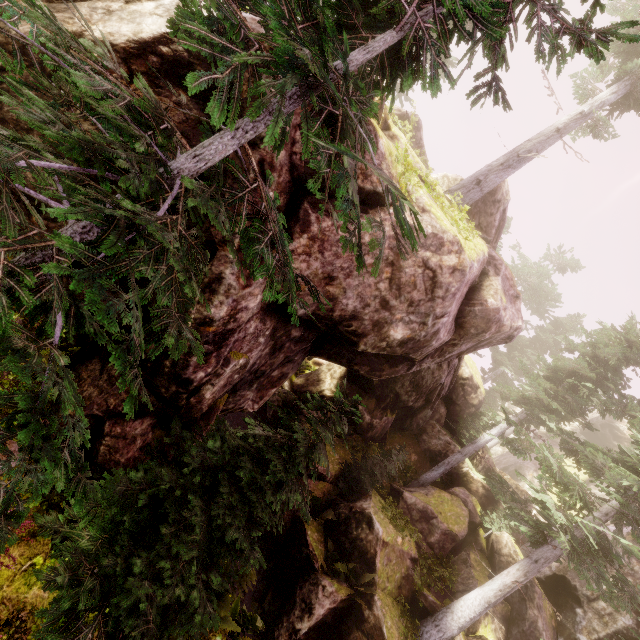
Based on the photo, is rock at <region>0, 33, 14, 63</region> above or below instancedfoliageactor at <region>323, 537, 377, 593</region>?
above

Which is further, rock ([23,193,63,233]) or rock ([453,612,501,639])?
rock ([453,612,501,639])

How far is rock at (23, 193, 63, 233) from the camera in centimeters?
466cm

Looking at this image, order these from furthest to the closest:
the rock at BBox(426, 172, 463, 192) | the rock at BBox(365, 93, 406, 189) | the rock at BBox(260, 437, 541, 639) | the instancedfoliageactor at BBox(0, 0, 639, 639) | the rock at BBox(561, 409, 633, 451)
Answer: the rock at BBox(561, 409, 633, 451)
the rock at BBox(260, 437, 541, 639)
the rock at BBox(426, 172, 463, 192)
the rock at BBox(365, 93, 406, 189)
the instancedfoliageactor at BBox(0, 0, 639, 639)

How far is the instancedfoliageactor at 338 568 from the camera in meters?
11.3

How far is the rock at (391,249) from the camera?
4.83m

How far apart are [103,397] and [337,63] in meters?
5.1 m
